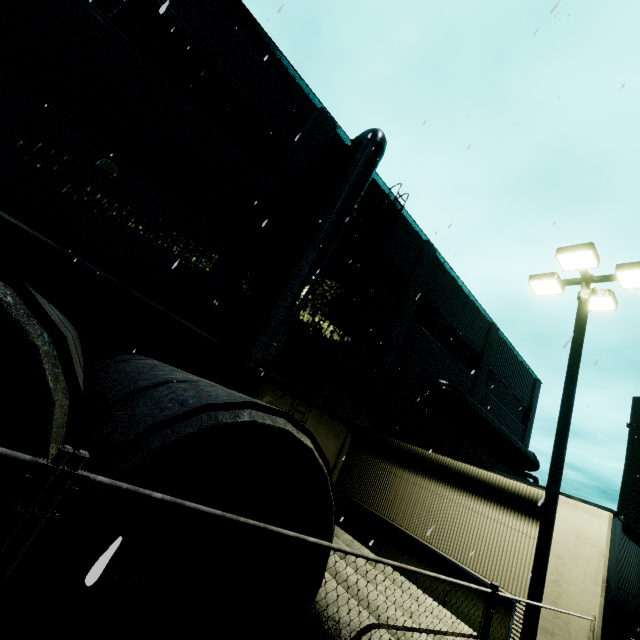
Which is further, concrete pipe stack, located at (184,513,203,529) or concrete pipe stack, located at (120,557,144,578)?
concrete pipe stack, located at (184,513,203,529)

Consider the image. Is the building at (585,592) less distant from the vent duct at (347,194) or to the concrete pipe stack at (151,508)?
the vent duct at (347,194)

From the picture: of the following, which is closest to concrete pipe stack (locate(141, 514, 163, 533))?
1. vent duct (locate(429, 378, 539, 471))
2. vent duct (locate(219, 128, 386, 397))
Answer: vent duct (locate(219, 128, 386, 397))

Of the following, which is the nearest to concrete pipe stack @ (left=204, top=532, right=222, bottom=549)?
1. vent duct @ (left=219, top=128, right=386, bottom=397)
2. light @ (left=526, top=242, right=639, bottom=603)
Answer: vent duct @ (left=219, top=128, right=386, bottom=397)

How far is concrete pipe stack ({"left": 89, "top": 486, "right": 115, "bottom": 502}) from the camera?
1.7 meters

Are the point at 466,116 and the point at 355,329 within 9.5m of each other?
yes

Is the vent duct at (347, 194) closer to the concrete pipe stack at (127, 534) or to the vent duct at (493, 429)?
the concrete pipe stack at (127, 534)
